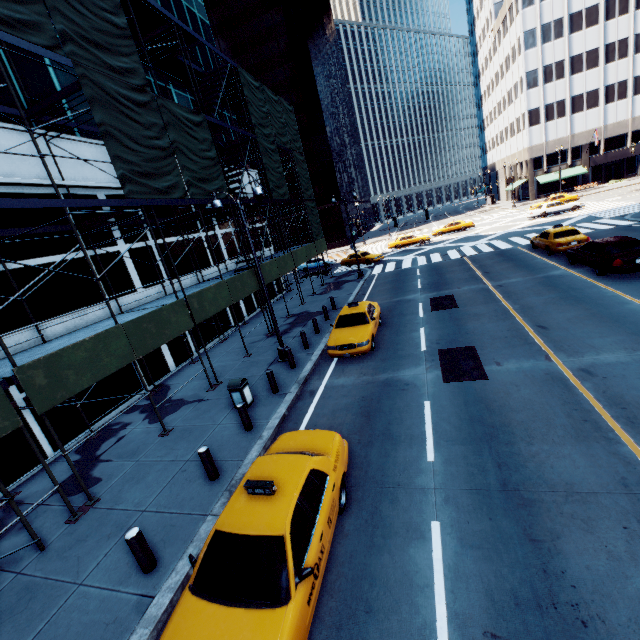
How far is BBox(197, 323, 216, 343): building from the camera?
19.1m

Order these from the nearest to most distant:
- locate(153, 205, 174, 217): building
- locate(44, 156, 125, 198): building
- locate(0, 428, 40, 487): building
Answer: locate(0, 428, 40, 487): building, locate(44, 156, 125, 198): building, locate(153, 205, 174, 217): building

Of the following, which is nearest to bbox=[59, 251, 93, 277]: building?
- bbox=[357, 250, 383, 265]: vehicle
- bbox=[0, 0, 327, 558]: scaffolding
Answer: bbox=[0, 0, 327, 558]: scaffolding

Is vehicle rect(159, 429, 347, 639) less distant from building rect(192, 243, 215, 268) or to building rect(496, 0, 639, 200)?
building rect(192, 243, 215, 268)

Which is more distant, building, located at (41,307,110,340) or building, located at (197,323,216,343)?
building, located at (197,323,216,343)

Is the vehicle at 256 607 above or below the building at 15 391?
below

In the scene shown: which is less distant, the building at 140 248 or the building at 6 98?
the building at 6 98

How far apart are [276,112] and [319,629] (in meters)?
28.95
